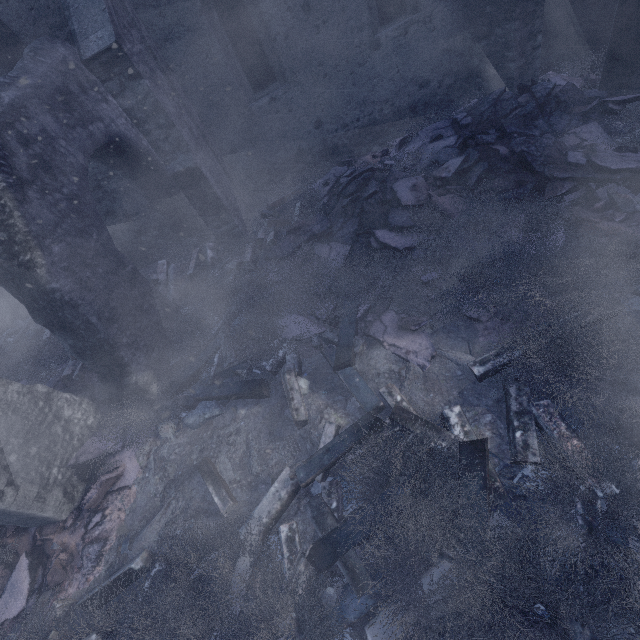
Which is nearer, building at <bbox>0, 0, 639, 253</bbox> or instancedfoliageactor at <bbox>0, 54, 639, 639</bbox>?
instancedfoliageactor at <bbox>0, 54, 639, 639</bbox>

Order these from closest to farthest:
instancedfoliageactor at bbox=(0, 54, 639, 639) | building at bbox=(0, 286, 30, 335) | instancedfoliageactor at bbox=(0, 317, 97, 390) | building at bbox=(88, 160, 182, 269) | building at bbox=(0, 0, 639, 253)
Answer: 1. instancedfoliageactor at bbox=(0, 54, 639, 639)
2. building at bbox=(0, 0, 639, 253)
3. instancedfoliageactor at bbox=(0, 317, 97, 390)
4. building at bbox=(88, 160, 182, 269)
5. building at bbox=(0, 286, 30, 335)

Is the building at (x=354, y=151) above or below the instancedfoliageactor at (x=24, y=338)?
above

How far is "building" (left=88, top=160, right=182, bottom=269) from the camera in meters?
7.3 m

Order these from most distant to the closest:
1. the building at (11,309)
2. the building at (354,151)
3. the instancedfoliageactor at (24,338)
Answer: the building at (11,309)
the instancedfoliageactor at (24,338)
the building at (354,151)

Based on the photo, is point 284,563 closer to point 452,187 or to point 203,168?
point 452,187
